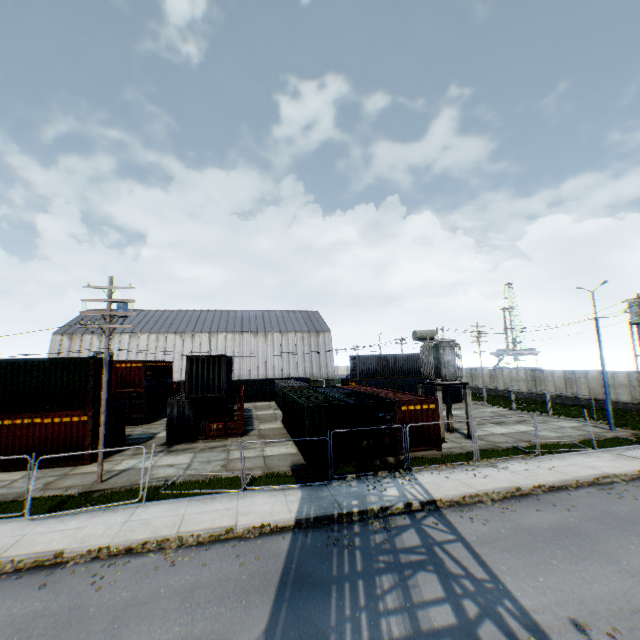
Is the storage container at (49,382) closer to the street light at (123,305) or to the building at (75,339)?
the street light at (123,305)

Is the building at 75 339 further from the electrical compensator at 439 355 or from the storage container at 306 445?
the electrical compensator at 439 355

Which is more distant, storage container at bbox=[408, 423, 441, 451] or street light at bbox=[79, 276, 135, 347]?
storage container at bbox=[408, 423, 441, 451]

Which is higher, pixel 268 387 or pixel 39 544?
A: pixel 268 387

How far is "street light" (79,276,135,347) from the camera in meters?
15.6 m

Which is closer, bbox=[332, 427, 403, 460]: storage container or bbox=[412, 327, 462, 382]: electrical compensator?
bbox=[332, 427, 403, 460]: storage container

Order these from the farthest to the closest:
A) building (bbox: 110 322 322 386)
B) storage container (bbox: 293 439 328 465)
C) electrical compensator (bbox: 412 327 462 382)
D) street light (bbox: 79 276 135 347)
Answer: building (bbox: 110 322 322 386)
electrical compensator (bbox: 412 327 462 382)
storage container (bbox: 293 439 328 465)
street light (bbox: 79 276 135 347)

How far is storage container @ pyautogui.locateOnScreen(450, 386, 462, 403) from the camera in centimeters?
3738cm
